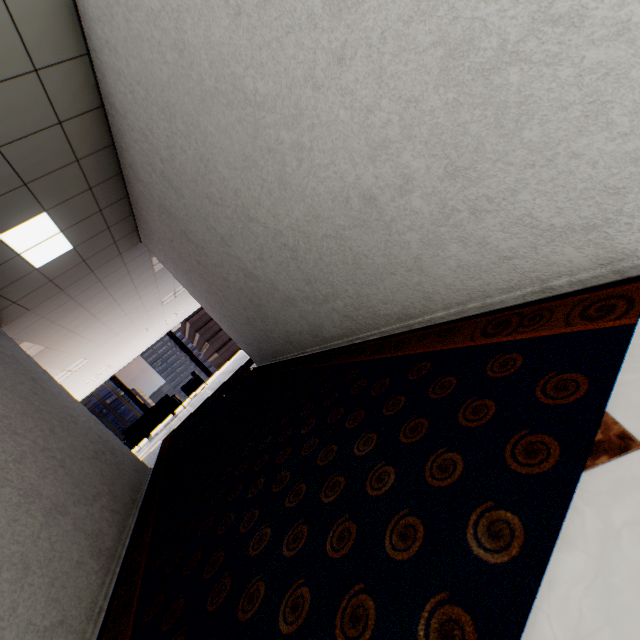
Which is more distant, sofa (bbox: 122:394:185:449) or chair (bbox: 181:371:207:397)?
chair (bbox: 181:371:207:397)

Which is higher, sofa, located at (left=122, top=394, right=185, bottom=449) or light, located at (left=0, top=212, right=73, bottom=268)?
light, located at (left=0, top=212, right=73, bottom=268)

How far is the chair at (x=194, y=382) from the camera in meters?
12.2

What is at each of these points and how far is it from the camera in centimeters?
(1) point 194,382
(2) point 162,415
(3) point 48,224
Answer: (1) chair, 1234cm
(2) sofa, 1060cm
(3) light, 358cm

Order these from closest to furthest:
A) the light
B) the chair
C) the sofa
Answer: the light → the sofa → the chair

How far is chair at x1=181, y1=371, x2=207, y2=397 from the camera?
12.2m

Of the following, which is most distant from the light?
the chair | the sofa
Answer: the chair

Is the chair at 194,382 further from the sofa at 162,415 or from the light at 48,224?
the light at 48,224
